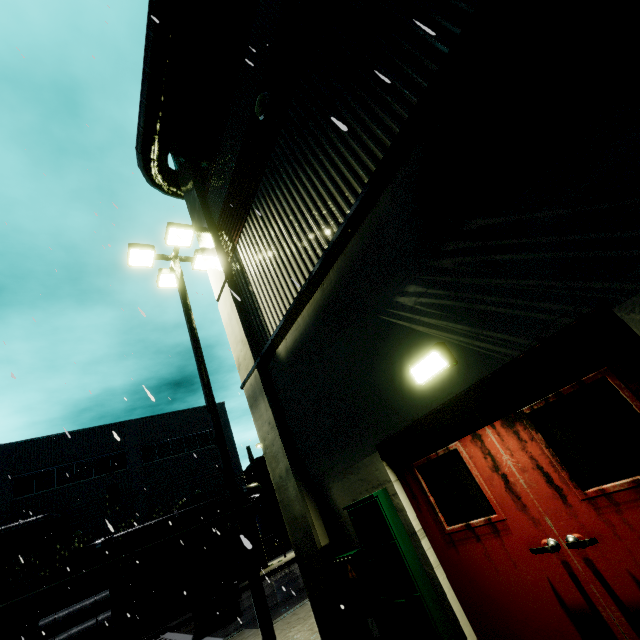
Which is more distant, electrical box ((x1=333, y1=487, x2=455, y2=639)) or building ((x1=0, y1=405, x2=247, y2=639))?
building ((x1=0, y1=405, x2=247, y2=639))

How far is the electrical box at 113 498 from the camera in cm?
2431

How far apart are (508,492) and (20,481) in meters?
32.2

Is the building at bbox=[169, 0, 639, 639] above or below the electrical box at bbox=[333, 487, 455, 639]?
above

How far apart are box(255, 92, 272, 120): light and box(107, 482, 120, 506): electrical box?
29.0m

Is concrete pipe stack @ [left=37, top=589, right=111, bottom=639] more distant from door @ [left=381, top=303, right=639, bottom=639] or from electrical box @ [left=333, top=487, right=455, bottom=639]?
door @ [left=381, top=303, right=639, bottom=639]

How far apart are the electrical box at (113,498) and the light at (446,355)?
29.6m

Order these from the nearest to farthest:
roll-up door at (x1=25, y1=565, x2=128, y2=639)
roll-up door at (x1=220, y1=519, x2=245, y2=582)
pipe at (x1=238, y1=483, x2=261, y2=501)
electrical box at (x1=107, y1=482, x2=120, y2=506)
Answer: roll-up door at (x1=25, y1=565, x2=128, y2=639)
electrical box at (x1=107, y1=482, x2=120, y2=506)
roll-up door at (x1=220, y1=519, x2=245, y2=582)
pipe at (x1=238, y1=483, x2=261, y2=501)
